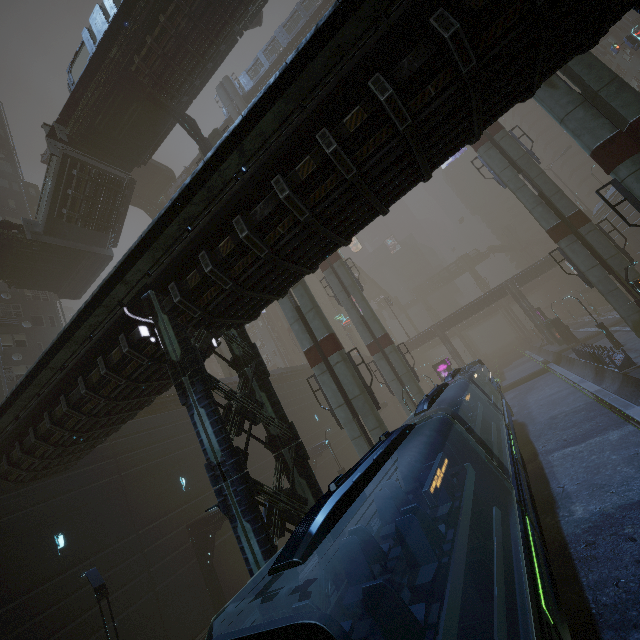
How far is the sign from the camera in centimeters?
4075cm

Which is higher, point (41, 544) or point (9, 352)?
point (9, 352)

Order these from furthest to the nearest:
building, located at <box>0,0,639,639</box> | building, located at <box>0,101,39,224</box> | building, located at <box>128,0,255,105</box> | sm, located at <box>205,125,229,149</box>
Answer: building, located at <box>0,101,39,224</box>
sm, located at <box>205,125,229,149</box>
building, located at <box>128,0,255,105</box>
building, located at <box>0,0,639,639</box>

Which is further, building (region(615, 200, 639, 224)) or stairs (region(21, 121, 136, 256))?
building (region(615, 200, 639, 224))

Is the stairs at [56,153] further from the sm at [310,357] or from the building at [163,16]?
the building at [163,16]

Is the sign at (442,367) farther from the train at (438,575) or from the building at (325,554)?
the train at (438,575)

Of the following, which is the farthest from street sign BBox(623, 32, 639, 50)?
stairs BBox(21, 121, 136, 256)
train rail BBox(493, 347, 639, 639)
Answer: stairs BBox(21, 121, 136, 256)

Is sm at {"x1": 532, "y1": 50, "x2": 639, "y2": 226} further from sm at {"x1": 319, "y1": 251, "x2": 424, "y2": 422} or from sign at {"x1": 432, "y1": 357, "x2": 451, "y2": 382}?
sign at {"x1": 432, "y1": 357, "x2": 451, "y2": 382}
